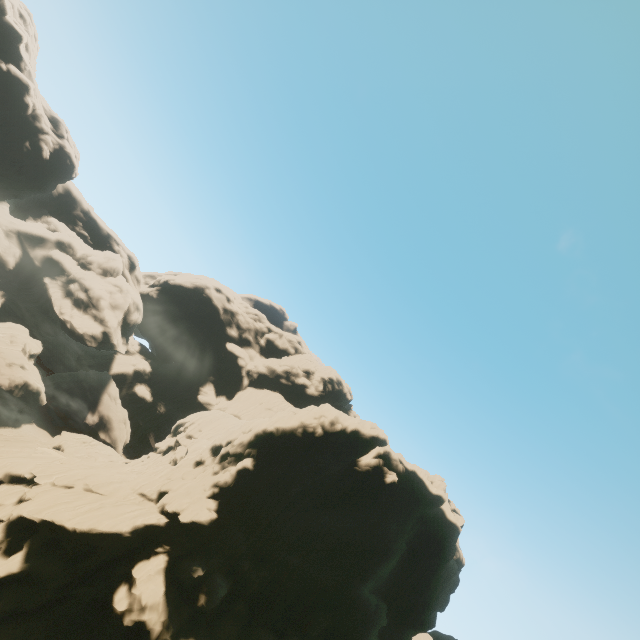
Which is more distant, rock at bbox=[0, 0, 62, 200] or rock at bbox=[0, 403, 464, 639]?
rock at bbox=[0, 0, 62, 200]

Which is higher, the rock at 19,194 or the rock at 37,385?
the rock at 19,194

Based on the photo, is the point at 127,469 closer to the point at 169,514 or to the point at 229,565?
the point at 169,514

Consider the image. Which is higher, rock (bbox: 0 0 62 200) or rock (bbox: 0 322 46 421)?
rock (bbox: 0 0 62 200)

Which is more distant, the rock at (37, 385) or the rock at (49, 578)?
the rock at (37, 385)
